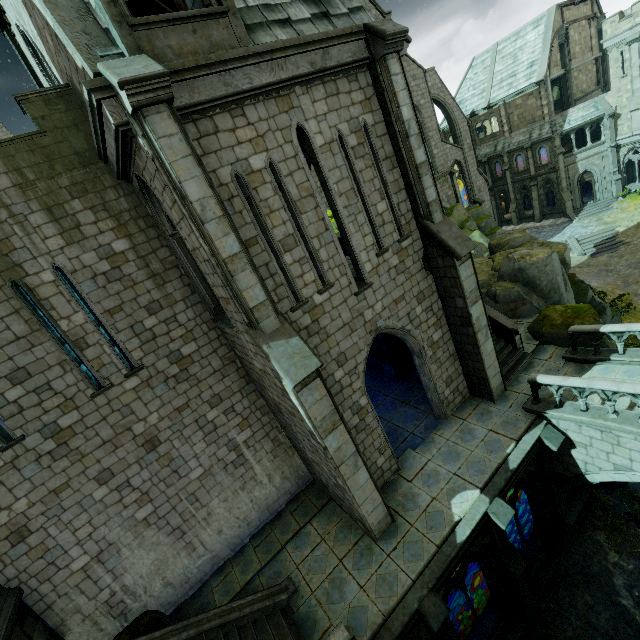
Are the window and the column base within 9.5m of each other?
no

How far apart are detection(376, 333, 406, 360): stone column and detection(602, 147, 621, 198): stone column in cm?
3688

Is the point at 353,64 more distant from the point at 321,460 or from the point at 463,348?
the point at 321,460

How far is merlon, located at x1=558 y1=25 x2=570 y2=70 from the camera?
33.47m

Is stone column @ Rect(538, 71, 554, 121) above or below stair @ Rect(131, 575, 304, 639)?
above

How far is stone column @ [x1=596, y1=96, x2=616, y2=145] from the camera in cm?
3228

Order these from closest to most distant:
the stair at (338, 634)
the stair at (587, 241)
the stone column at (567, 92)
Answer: the stair at (338, 634)
the stair at (587, 241)
the stone column at (567, 92)

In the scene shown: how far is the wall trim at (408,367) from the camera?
14.9m
